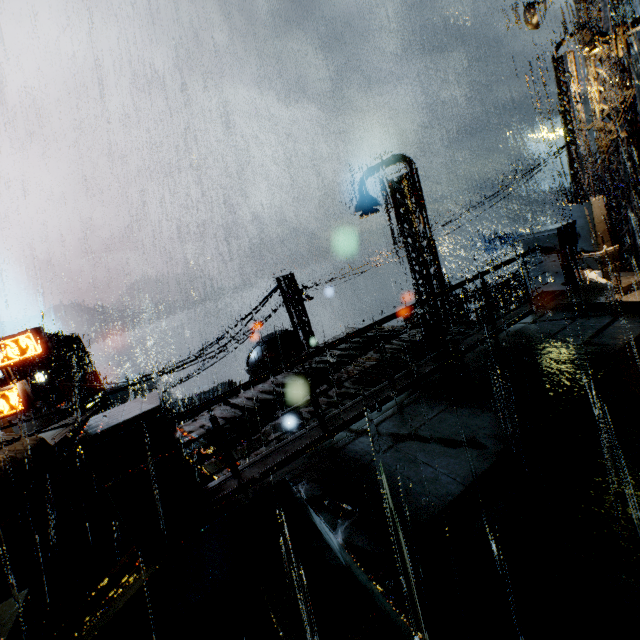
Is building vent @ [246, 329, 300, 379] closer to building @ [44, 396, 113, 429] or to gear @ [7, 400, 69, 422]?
building @ [44, 396, 113, 429]

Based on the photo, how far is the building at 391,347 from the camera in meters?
10.2 m

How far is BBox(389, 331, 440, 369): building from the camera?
9.2 meters

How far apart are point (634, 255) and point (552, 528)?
13.0m

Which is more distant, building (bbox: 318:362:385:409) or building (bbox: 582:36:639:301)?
building (bbox: 582:36:639:301)

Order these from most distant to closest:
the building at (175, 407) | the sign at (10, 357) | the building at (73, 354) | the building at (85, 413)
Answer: the building at (73, 354), the building at (175, 407), the building at (85, 413), the sign at (10, 357)

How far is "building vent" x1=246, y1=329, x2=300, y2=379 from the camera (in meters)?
17.38

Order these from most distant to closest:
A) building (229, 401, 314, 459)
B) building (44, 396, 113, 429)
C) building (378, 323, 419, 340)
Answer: building (44, 396, 113, 429), building (378, 323, 419, 340), building (229, 401, 314, 459)
